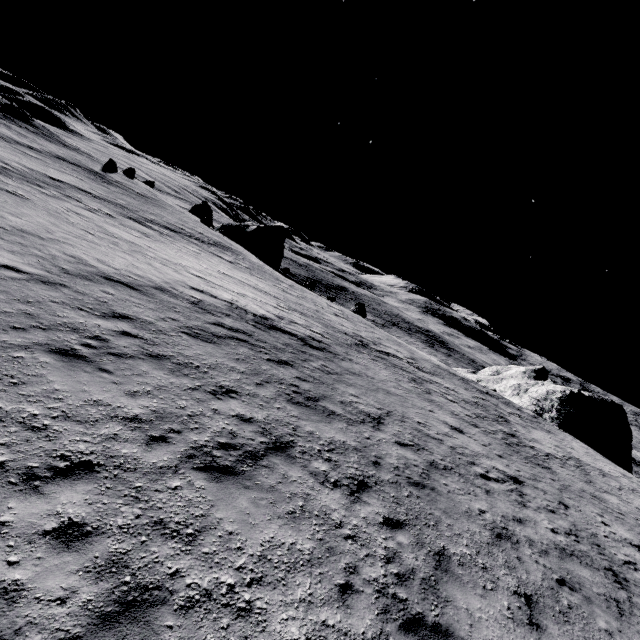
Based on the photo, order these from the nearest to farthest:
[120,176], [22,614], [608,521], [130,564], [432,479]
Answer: [22,614] < [130,564] < [432,479] < [608,521] < [120,176]

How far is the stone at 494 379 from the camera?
31.9 meters

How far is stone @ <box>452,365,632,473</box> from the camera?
31.9m

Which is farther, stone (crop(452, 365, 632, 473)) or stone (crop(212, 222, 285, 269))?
stone (crop(212, 222, 285, 269))

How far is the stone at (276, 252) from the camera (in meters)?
48.03

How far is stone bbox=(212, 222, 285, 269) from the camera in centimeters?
4803cm
